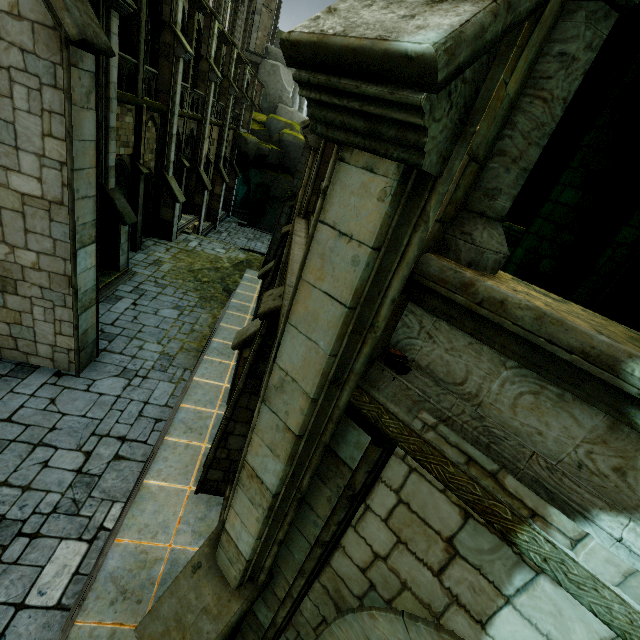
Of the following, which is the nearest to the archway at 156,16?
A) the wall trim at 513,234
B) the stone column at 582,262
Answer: the wall trim at 513,234

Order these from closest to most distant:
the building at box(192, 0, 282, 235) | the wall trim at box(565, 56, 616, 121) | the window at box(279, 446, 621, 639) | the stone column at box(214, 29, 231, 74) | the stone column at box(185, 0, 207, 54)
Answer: the window at box(279, 446, 621, 639), the wall trim at box(565, 56, 616, 121), the stone column at box(185, 0, 207, 54), the building at box(192, 0, 282, 235), the stone column at box(214, 29, 231, 74)

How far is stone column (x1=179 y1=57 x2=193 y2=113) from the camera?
17.6 meters

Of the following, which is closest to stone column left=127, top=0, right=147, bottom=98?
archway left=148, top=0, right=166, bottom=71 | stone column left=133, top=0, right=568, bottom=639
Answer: archway left=148, top=0, right=166, bottom=71

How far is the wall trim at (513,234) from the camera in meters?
5.5

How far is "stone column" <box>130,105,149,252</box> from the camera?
14.1m

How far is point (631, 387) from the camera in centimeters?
135cm

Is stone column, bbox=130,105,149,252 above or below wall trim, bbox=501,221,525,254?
below
